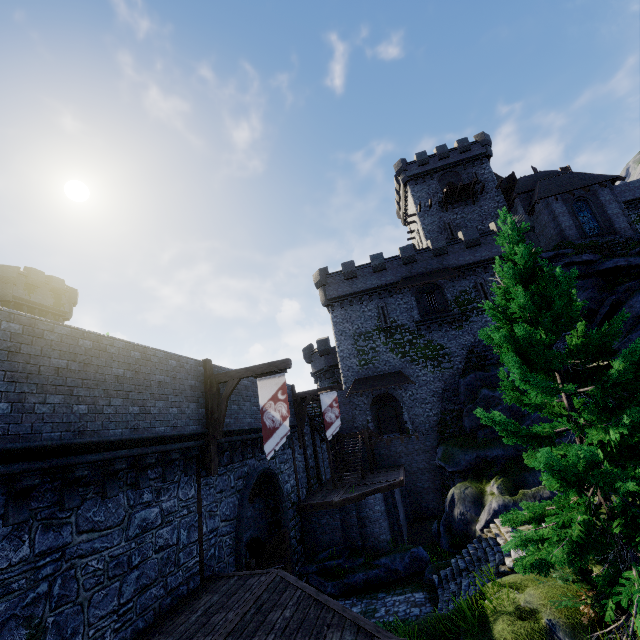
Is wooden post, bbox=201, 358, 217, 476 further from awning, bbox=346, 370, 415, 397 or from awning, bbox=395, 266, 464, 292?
awning, bbox=395, 266, 464, 292

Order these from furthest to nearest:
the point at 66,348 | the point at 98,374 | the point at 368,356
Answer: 1. the point at 368,356
2. the point at 98,374
3. the point at 66,348

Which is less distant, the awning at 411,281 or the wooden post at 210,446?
the wooden post at 210,446

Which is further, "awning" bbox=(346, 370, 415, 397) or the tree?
"awning" bbox=(346, 370, 415, 397)

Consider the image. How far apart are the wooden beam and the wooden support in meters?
0.0 m

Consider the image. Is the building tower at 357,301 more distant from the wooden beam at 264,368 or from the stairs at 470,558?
the wooden beam at 264,368

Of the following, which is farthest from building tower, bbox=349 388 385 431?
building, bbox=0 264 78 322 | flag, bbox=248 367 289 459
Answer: building, bbox=0 264 78 322

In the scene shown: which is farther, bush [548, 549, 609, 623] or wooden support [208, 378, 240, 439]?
wooden support [208, 378, 240, 439]
